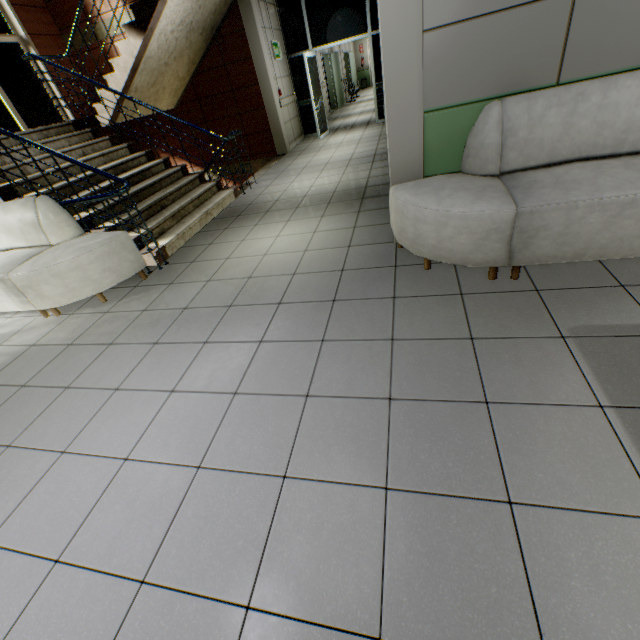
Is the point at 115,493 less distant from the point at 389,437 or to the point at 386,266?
the point at 389,437

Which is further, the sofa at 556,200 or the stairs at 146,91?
the stairs at 146,91

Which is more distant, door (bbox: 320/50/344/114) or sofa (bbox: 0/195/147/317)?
door (bbox: 320/50/344/114)

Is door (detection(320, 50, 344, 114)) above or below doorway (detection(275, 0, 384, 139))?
above

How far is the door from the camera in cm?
1357

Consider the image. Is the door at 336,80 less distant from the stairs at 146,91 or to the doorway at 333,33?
the doorway at 333,33

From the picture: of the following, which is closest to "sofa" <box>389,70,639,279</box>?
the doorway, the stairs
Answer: the stairs

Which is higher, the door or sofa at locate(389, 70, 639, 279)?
the door
